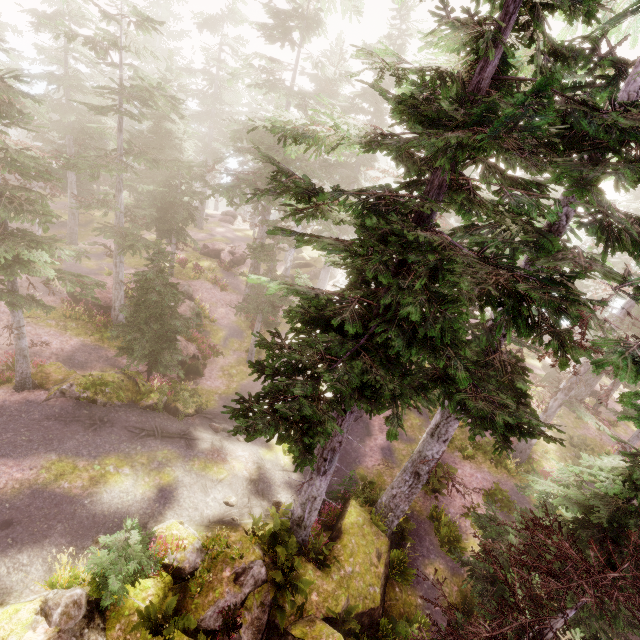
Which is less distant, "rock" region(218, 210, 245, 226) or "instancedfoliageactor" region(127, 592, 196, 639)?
"instancedfoliageactor" region(127, 592, 196, 639)

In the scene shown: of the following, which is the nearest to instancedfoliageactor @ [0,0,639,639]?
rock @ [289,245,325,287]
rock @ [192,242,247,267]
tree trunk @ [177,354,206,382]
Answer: rock @ [289,245,325,287]

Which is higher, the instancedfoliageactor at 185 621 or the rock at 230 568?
the instancedfoliageactor at 185 621

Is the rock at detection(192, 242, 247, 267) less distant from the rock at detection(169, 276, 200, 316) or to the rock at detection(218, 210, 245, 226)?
the rock at detection(169, 276, 200, 316)

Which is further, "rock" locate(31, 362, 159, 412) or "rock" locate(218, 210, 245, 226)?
"rock" locate(218, 210, 245, 226)

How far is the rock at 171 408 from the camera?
15.6 meters

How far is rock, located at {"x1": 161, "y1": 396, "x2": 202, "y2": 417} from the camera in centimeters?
1564cm

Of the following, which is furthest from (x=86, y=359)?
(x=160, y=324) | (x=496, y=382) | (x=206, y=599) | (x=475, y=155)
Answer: (x=475, y=155)
